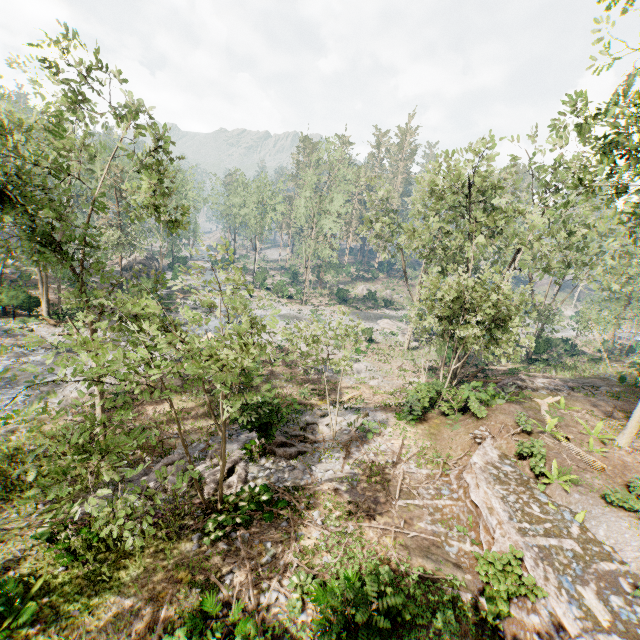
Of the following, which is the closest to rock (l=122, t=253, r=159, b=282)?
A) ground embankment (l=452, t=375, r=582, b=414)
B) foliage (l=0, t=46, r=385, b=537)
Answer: foliage (l=0, t=46, r=385, b=537)

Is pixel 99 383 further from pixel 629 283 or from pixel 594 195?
pixel 629 283

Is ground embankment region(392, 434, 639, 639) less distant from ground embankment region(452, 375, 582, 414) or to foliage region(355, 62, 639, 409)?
foliage region(355, 62, 639, 409)

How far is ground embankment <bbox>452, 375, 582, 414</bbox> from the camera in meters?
17.9 m

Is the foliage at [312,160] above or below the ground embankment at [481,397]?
above

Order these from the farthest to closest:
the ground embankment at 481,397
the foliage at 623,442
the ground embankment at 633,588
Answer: the ground embankment at 481,397
the foliage at 623,442
the ground embankment at 633,588

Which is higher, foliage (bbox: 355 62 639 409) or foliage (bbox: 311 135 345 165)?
foliage (bbox: 311 135 345 165)

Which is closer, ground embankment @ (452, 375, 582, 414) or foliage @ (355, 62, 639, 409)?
foliage @ (355, 62, 639, 409)
